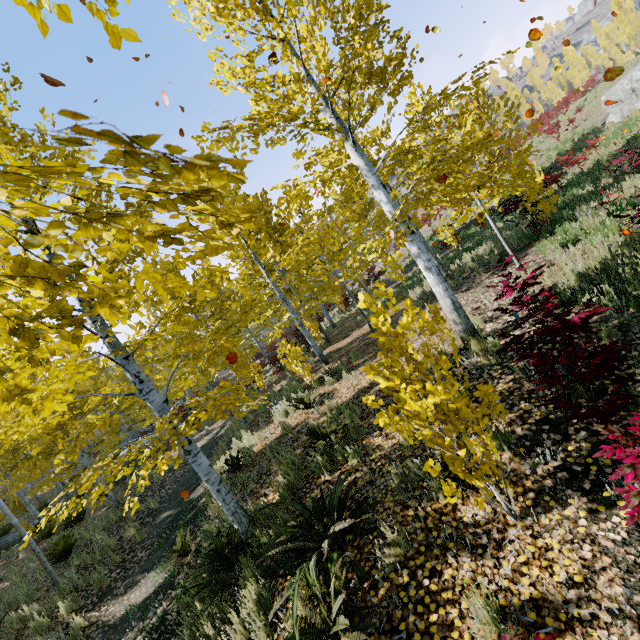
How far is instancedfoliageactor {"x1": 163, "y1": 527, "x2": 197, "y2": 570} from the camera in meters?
6.1 m

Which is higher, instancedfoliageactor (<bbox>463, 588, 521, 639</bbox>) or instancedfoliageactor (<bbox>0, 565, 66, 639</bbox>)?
instancedfoliageactor (<bbox>0, 565, 66, 639</bbox>)

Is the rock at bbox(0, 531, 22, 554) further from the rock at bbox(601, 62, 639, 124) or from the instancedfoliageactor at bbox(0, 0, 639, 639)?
the rock at bbox(601, 62, 639, 124)

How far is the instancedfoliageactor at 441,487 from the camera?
2.65m

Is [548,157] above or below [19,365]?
below

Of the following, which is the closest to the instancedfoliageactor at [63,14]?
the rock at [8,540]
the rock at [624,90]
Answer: the rock at [8,540]

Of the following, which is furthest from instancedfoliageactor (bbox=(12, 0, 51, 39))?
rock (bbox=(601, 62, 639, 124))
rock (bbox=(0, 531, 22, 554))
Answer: rock (bbox=(601, 62, 639, 124))
